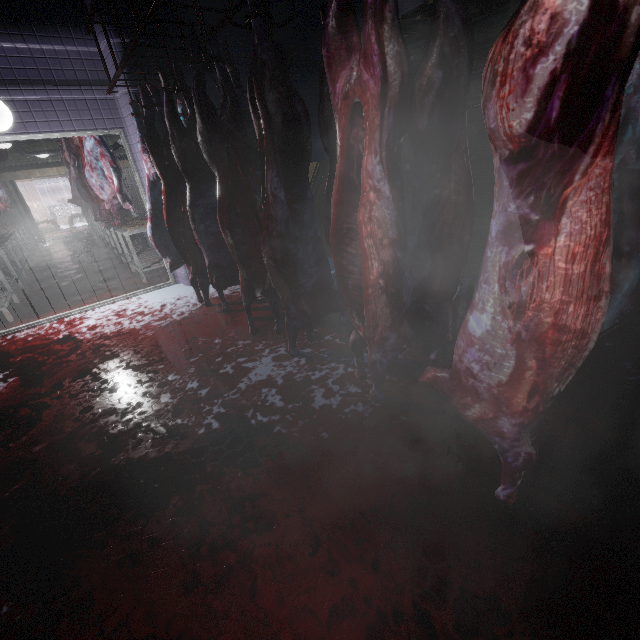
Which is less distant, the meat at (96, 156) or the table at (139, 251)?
the meat at (96, 156)

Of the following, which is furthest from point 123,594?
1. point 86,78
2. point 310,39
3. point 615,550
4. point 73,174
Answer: point 73,174

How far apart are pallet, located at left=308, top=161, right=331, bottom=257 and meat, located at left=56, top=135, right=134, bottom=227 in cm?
248

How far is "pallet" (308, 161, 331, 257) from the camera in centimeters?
445cm

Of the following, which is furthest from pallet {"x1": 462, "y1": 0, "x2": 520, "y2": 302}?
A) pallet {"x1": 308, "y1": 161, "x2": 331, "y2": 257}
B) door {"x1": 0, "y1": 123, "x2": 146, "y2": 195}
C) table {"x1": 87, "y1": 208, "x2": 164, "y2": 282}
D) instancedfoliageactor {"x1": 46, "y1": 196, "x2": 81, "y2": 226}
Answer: instancedfoliageactor {"x1": 46, "y1": 196, "x2": 81, "y2": 226}

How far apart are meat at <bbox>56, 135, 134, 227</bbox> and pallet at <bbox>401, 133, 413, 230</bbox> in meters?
4.2

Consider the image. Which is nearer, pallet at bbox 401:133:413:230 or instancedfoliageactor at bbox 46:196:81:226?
pallet at bbox 401:133:413:230

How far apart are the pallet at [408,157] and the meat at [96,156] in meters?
4.2 m
